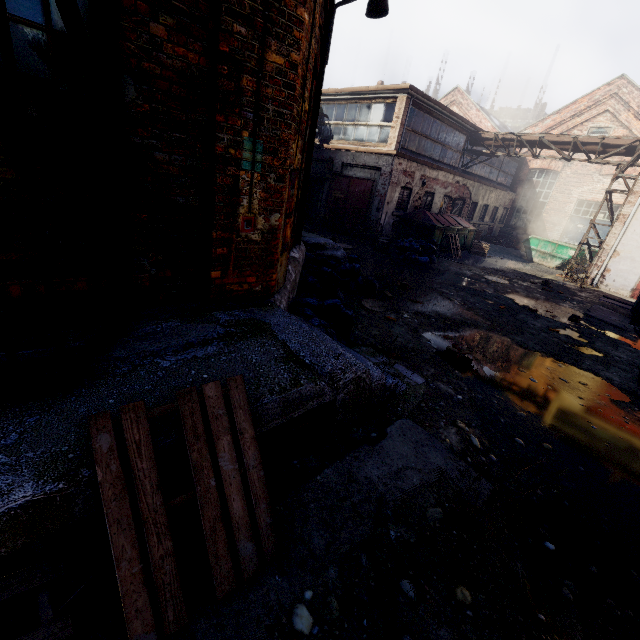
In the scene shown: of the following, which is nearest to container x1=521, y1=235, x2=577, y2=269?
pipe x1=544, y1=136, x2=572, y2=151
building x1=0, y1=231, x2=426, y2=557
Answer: pipe x1=544, y1=136, x2=572, y2=151

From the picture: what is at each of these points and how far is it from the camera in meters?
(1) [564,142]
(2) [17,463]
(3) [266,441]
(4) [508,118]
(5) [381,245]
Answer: (1) pipe, 14.8 m
(2) building, 1.5 m
(3) pallet, 2.8 m
(4) building, 53.6 m
(5) carton, 13.3 m

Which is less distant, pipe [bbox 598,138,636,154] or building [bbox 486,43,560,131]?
pipe [bbox 598,138,636,154]

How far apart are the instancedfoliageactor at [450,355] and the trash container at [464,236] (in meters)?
10.24

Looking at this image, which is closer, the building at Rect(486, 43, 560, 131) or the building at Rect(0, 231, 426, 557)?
the building at Rect(0, 231, 426, 557)

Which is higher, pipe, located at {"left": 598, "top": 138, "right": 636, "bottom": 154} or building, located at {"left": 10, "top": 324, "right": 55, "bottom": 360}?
pipe, located at {"left": 598, "top": 138, "right": 636, "bottom": 154}

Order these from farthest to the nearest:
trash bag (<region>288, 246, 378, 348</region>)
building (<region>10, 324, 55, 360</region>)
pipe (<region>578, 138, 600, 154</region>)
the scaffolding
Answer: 1. pipe (<region>578, 138, 600, 154</region>)
2. trash bag (<region>288, 246, 378, 348</region>)
3. building (<region>10, 324, 55, 360</region>)
4. the scaffolding

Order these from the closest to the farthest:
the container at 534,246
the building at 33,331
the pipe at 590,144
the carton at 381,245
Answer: the building at 33,331 → the carton at 381,245 → the pipe at 590,144 → the container at 534,246
